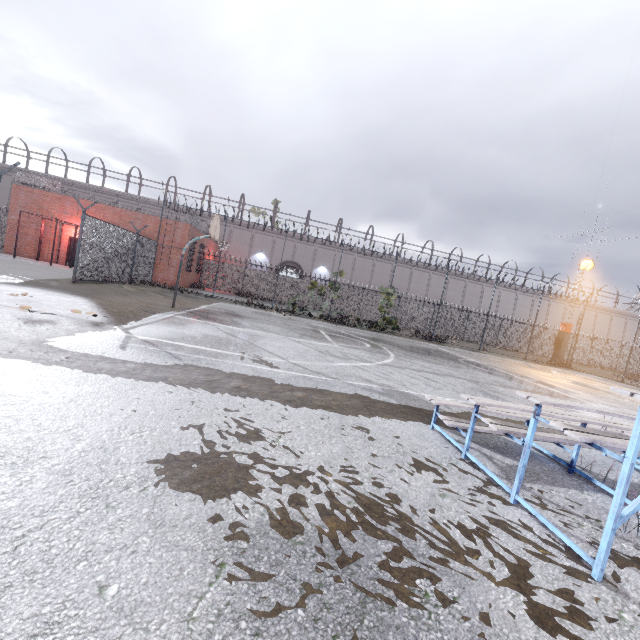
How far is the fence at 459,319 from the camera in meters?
30.7

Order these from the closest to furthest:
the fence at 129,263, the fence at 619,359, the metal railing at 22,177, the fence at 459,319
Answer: the fence at 129,263 < the metal railing at 22,177 < the fence at 619,359 < the fence at 459,319

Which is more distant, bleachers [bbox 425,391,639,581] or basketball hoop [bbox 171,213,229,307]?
basketball hoop [bbox 171,213,229,307]

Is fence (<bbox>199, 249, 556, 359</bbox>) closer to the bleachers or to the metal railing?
the metal railing

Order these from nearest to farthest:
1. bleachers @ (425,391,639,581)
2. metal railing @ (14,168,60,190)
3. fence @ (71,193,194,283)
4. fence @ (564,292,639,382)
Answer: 1. bleachers @ (425,391,639,581)
2. fence @ (71,193,194,283)
3. metal railing @ (14,168,60,190)
4. fence @ (564,292,639,382)

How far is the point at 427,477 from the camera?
3.2m

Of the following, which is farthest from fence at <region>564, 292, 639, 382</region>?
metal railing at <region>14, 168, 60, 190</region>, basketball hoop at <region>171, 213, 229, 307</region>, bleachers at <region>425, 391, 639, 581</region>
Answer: bleachers at <region>425, 391, 639, 581</region>
